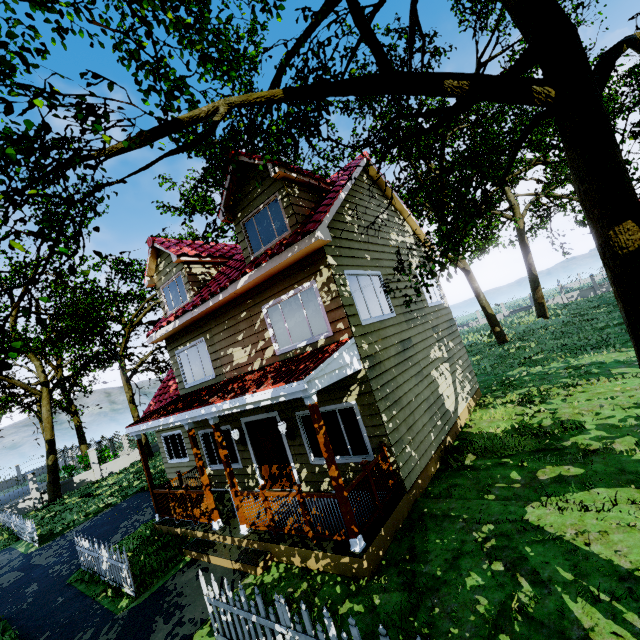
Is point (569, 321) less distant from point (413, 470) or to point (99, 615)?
point (413, 470)

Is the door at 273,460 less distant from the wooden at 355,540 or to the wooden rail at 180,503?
the wooden rail at 180,503

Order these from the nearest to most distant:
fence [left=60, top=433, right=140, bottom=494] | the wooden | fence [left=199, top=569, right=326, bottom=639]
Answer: fence [left=199, top=569, right=326, bottom=639] < the wooden < fence [left=60, top=433, right=140, bottom=494]

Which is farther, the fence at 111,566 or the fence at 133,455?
the fence at 133,455

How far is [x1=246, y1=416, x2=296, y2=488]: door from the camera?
9.1 meters

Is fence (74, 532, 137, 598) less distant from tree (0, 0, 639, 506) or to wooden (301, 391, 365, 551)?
tree (0, 0, 639, 506)

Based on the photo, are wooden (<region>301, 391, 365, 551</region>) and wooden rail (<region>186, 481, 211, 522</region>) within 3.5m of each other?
no

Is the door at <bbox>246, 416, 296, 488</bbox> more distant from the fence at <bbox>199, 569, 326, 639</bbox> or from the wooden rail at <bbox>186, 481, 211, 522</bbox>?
the fence at <bbox>199, 569, 326, 639</bbox>
